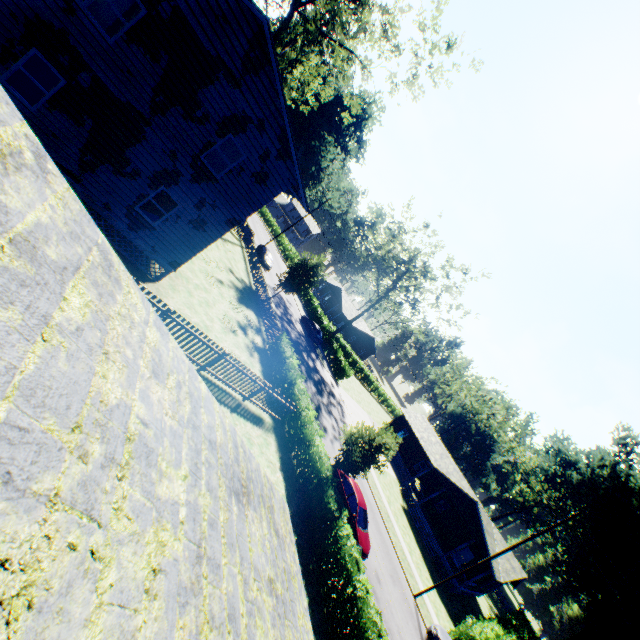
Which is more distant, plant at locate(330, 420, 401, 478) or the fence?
the fence

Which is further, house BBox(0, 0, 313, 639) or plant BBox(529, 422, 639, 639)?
plant BBox(529, 422, 639, 639)

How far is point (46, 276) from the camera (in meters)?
1.62

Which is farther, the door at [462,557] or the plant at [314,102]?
the door at [462,557]

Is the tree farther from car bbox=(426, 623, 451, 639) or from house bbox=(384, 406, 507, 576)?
car bbox=(426, 623, 451, 639)

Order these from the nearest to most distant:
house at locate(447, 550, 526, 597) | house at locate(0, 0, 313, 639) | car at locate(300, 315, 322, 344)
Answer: house at locate(0, 0, 313, 639) → house at locate(447, 550, 526, 597) → car at locate(300, 315, 322, 344)

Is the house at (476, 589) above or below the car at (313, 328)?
above

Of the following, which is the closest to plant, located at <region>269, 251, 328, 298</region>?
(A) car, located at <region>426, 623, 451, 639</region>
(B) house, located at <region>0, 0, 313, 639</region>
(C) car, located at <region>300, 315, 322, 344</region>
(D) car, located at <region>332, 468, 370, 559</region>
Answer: (B) house, located at <region>0, 0, 313, 639</region>
